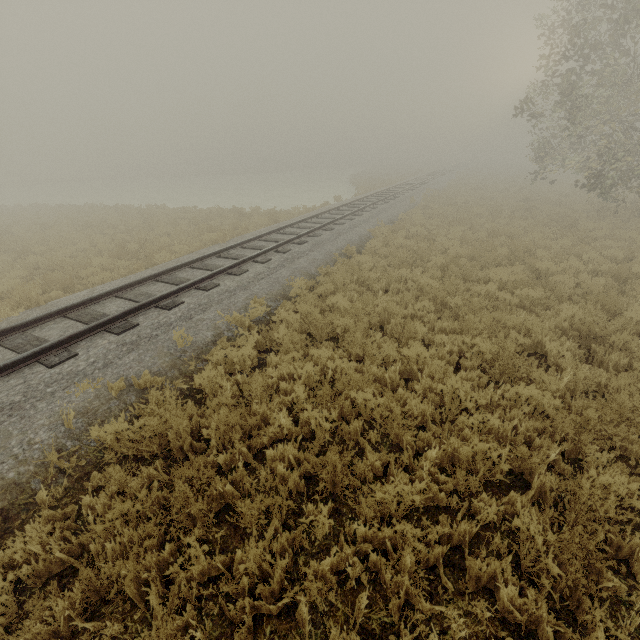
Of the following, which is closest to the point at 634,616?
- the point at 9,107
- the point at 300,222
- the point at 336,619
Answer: the point at 336,619
